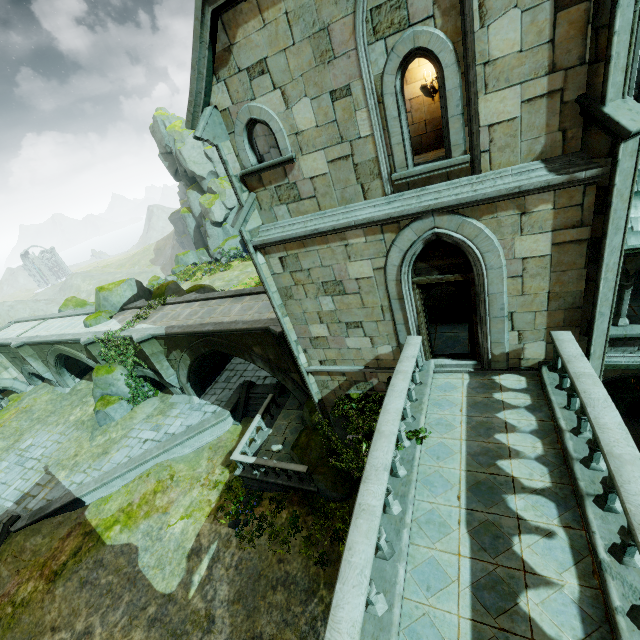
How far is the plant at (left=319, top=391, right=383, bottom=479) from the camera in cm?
996

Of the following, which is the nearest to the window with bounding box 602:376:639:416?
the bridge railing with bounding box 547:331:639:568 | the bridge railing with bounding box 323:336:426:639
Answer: the bridge railing with bounding box 547:331:639:568

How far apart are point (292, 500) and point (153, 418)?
11.0m

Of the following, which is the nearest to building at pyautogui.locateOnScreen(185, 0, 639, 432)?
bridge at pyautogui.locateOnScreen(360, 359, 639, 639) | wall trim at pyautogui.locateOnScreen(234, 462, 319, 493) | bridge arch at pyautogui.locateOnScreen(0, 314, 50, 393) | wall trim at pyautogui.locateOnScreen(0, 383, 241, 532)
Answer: bridge at pyautogui.locateOnScreen(360, 359, 639, 639)

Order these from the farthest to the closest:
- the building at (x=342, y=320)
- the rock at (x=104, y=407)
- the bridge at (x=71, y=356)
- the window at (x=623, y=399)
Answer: the bridge at (x=71, y=356) < the rock at (x=104, y=407) < the window at (x=623, y=399) < the building at (x=342, y=320)

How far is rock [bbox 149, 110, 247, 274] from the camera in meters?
46.6

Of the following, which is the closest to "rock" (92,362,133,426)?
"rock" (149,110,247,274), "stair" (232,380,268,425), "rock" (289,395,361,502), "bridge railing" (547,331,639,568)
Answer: "stair" (232,380,268,425)

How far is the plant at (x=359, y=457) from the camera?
10.0m
